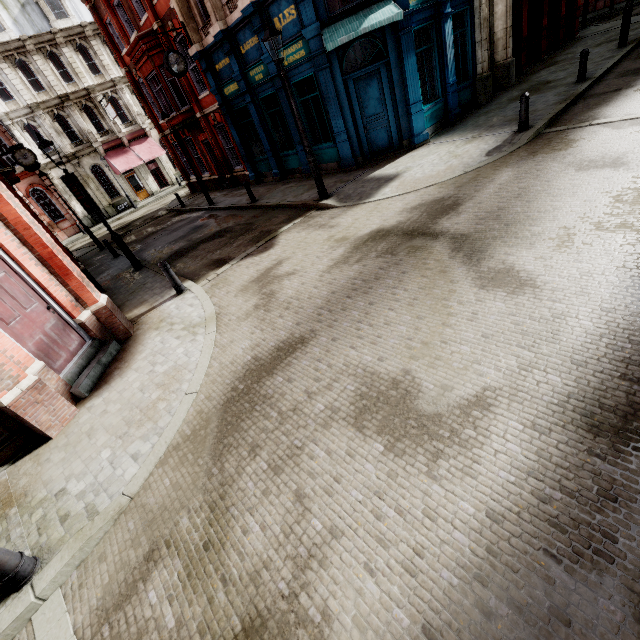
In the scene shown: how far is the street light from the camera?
8.5 meters

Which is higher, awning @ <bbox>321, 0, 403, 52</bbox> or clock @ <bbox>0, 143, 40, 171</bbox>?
clock @ <bbox>0, 143, 40, 171</bbox>

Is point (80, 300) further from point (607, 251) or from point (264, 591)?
point (607, 251)

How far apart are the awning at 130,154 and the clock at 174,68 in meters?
19.7 m

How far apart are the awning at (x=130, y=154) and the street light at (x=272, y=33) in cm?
2819

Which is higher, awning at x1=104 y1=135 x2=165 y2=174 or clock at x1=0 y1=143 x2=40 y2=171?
clock at x1=0 y1=143 x2=40 y2=171

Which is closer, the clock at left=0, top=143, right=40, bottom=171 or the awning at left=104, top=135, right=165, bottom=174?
the clock at left=0, top=143, right=40, bottom=171

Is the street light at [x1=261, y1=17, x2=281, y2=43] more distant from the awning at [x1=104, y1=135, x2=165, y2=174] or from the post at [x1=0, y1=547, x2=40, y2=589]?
the awning at [x1=104, y1=135, x2=165, y2=174]
